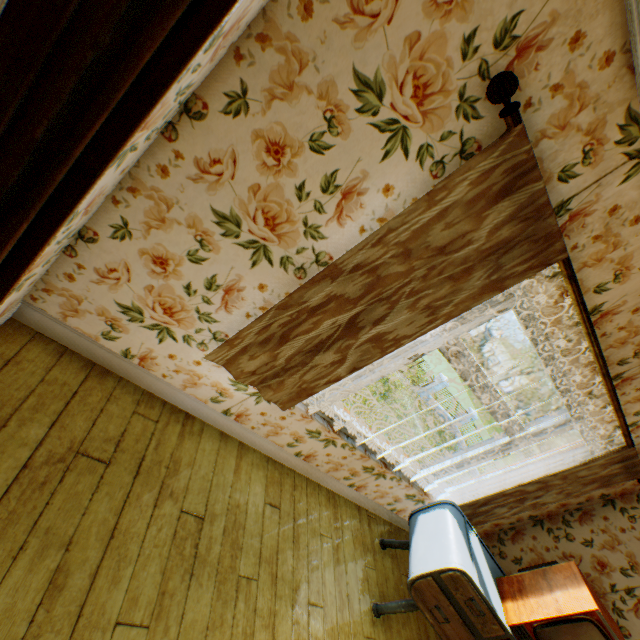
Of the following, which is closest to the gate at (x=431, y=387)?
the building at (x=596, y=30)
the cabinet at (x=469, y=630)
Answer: the building at (x=596, y=30)

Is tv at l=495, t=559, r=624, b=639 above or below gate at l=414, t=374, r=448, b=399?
above

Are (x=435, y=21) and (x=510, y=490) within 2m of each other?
no

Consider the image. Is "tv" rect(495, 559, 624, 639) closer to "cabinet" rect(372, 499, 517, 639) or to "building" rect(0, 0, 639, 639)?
"cabinet" rect(372, 499, 517, 639)

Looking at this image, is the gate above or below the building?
below

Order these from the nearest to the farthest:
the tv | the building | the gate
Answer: the building < the tv < the gate

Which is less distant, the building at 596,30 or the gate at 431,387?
the building at 596,30

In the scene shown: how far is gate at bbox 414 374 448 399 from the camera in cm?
2402
